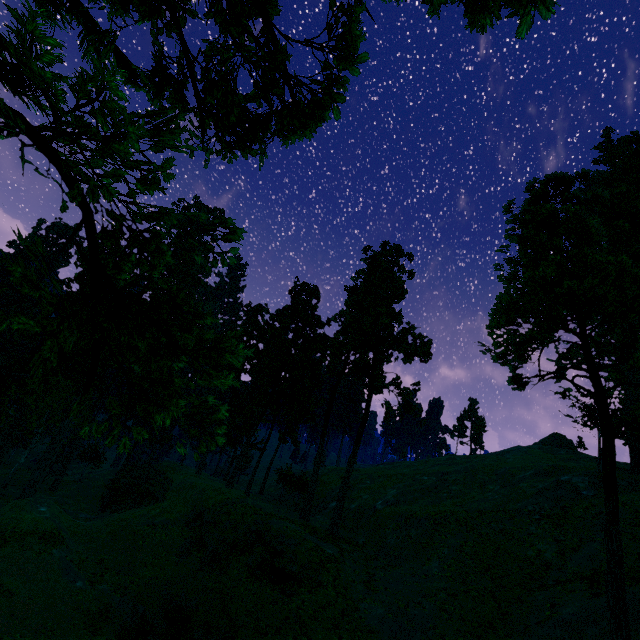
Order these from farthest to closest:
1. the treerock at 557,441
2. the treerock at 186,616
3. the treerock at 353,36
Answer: the treerock at 557,441, the treerock at 186,616, the treerock at 353,36

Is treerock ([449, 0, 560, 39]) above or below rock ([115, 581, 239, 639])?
above

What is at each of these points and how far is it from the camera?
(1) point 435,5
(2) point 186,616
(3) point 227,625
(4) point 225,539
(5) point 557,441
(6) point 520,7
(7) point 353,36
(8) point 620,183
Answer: (1) treerock, 3.1 meters
(2) treerock, 18.6 meters
(3) rock, 21.6 meters
(4) rock, 28.7 meters
(5) treerock, 59.6 meters
(6) treerock, 3.1 meters
(7) treerock, 4.9 meters
(8) treerock, 45.3 meters

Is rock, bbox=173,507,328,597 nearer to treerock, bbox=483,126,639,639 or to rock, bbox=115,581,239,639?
rock, bbox=115,581,239,639

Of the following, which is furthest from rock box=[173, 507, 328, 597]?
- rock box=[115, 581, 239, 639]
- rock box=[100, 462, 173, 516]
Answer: rock box=[100, 462, 173, 516]

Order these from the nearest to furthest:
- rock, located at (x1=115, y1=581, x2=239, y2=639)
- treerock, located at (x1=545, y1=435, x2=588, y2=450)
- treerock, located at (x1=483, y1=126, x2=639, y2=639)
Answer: treerock, located at (x1=483, y1=126, x2=639, y2=639) < rock, located at (x1=115, y1=581, x2=239, y2=639) < treerock, located at (x1=545, y1=435, x2=588, y2=450)

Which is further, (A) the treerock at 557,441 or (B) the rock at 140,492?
(A) the treerock at 557,441

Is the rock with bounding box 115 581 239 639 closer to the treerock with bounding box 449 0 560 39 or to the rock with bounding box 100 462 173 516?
the rock with bounding box 100 462 173 516
